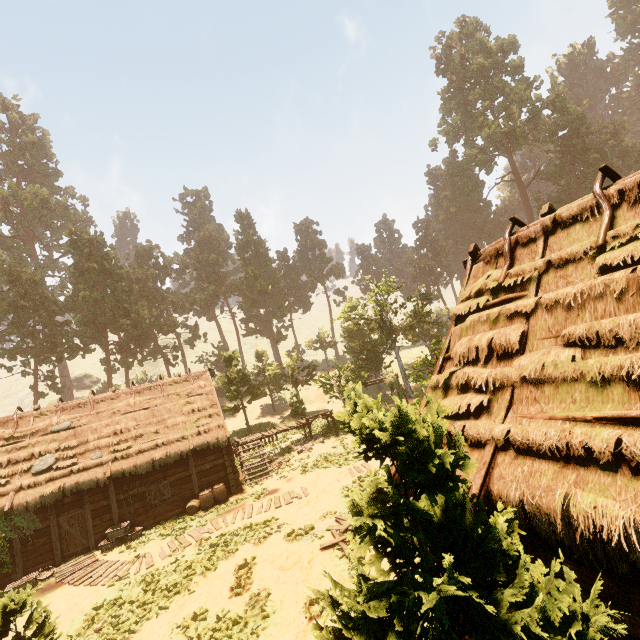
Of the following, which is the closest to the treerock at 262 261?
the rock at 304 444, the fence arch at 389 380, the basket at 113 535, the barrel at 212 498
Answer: the fence arch at 389 380

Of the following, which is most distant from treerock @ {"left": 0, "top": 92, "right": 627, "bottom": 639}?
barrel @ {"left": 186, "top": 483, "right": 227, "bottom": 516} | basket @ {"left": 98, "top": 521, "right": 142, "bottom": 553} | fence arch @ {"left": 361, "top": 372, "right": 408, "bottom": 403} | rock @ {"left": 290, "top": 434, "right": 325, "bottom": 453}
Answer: barrel @ {"left": 186, "top": 483, "right": 227, "bottom": 516}

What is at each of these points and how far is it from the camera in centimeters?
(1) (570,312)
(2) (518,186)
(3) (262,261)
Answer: (1) building, 544cm
(2) treerock, 5250cm
(3) treerock, 5953cm

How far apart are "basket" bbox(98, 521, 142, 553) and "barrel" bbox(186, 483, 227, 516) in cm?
190

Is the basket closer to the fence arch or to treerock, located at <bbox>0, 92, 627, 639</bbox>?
treerock, located at <bbox>0, 92, 627, 639</bbox>

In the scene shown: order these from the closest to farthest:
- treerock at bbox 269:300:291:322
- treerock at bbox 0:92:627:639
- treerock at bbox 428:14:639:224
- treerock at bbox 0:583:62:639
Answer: treerock at bbox 0:92:627:639 < treerock at bbox 0:583:62:639 < treerock at bbox 428:14:639:224 < treerock at bbox 269:300:291:322
